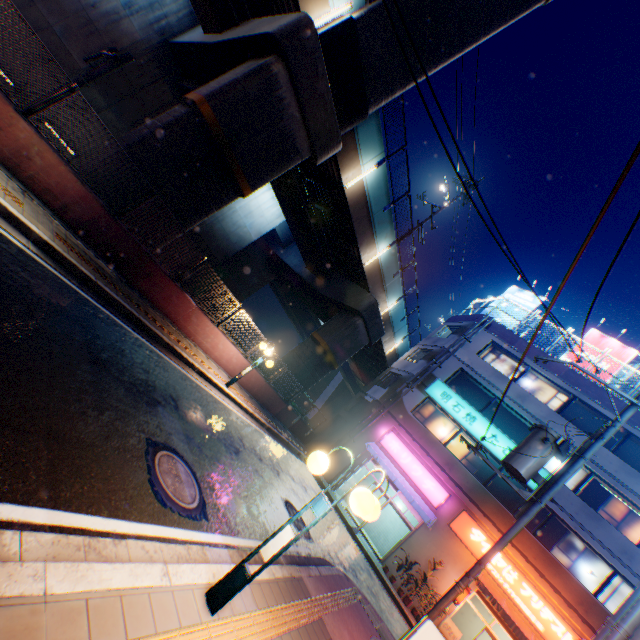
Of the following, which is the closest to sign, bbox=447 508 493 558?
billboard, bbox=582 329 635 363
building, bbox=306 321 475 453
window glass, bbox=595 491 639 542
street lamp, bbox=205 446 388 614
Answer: building, bbox=306 321 475 453

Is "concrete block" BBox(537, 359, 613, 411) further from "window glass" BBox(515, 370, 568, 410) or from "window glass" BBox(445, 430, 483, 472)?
"window glass" BBox(445, 430, 483, 472)

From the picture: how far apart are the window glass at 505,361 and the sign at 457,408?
3.0 meters

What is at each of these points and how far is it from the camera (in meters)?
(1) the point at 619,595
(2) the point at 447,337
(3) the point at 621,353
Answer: (1) window glass, 13.98
(2) building, 23.44
(3) billboard, 20.72

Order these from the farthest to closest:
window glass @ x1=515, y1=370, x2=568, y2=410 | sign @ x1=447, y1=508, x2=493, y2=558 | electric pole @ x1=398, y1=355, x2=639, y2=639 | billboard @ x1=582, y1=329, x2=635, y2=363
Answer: billboard @ x1=582, y1=329, x2=635, y2=363, window glass @ x1=515, y1=370, x2=568, y2=410, sign @ x1=447, y1=508, x2=493, y2=558, electric pole @ x1=398, y1=355, x2=639, y2=639

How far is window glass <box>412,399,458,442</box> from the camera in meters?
19.8

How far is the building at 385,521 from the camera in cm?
1955

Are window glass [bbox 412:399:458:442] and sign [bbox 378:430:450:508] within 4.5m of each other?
yes
